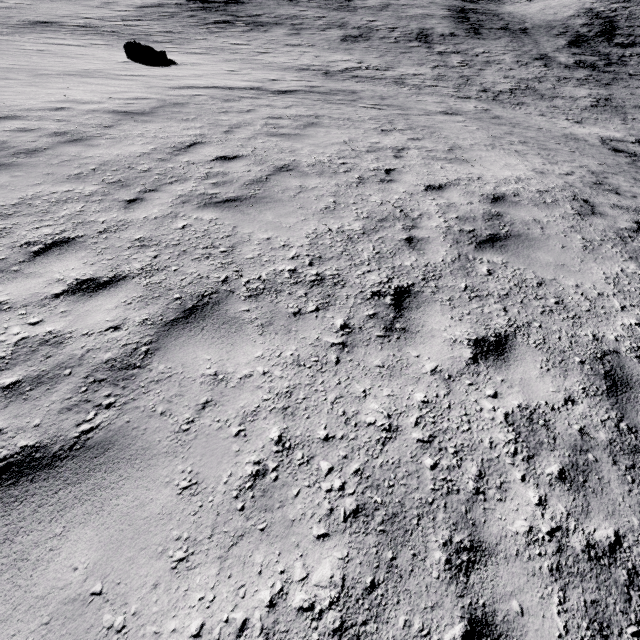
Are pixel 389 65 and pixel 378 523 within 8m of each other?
no

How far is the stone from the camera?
15.55m

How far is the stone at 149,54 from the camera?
15.5 meters
